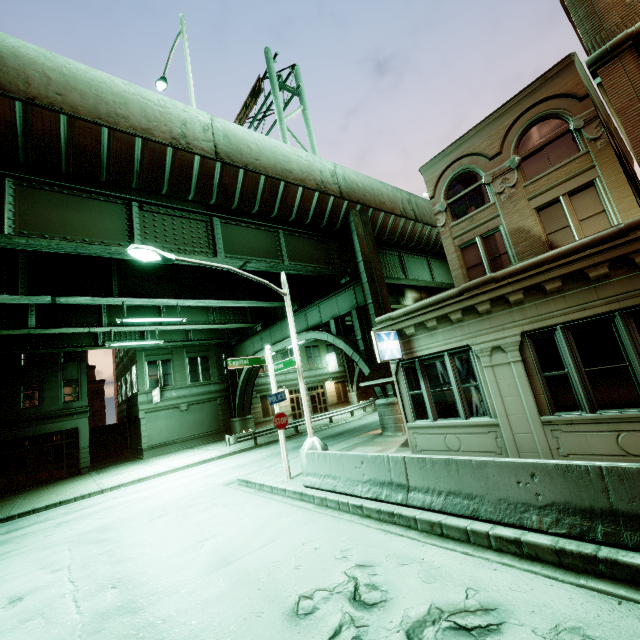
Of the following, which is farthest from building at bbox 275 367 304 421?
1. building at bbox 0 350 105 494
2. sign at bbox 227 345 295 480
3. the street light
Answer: the street light

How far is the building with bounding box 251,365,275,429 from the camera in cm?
3322

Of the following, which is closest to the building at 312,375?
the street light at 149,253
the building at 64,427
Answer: the building at 64,427

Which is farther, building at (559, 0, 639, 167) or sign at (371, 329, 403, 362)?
sign at (371, 329, 403, 362)

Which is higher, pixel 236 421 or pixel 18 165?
pixel 18 165

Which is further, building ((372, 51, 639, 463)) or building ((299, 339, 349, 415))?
building ((299, 339, 349, 415))

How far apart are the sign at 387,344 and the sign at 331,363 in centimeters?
2889cm

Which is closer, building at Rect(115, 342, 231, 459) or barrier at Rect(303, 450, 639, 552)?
barrier at Rect(303, 450, 639, 552)
